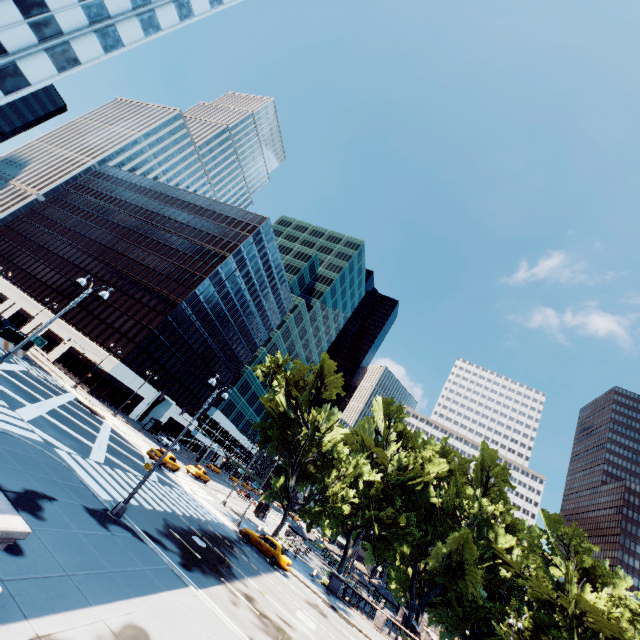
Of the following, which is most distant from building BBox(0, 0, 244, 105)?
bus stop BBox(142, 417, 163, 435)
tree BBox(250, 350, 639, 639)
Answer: bus stop BBox(142, 417, 163, 435)

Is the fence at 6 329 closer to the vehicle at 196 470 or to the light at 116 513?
the vehicle at 196 470

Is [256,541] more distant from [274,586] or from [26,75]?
[26,75]

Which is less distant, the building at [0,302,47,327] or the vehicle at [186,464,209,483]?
the vehicle at [186,464,209,483]

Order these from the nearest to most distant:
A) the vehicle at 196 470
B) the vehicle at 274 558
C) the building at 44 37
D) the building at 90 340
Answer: the vehicle at 274 558
the building at 44 37
the vehicle at 196 470
the building at 90 340

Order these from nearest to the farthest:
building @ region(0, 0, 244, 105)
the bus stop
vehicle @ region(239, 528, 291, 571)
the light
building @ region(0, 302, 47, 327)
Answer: the light
vehicle @ region(239, 528, 291, 571)
building @ region(0, 0, 244, 105)
the bus stop
building @ region(0, 302, 47, 327)

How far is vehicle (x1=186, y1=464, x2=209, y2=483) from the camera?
42.1m

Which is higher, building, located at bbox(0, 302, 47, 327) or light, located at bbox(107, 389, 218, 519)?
building, located at bbox(0, 302, 47, 327)
